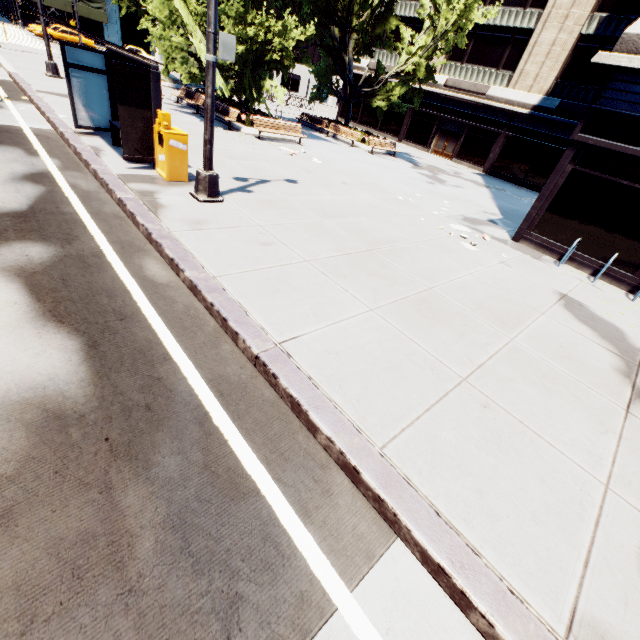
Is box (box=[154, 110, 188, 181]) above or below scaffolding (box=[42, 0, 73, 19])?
below

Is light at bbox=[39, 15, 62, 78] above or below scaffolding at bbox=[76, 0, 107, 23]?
below

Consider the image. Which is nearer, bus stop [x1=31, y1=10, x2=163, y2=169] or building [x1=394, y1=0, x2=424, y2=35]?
bus stop [x1=31, y1=10, x2=163, y2=169]

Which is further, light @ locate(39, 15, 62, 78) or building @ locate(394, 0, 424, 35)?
building @ locate(394, 0, 424, 35)

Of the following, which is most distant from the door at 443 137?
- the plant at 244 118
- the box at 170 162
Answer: the box at 170 162

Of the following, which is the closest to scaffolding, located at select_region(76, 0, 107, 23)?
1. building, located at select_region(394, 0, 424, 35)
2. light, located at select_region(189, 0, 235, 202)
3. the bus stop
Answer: building, located at select_region(394, 0, 424, 35)

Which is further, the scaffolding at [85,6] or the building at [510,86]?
the scaffolding at [85,6]

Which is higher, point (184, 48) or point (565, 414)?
point (184, 48)
